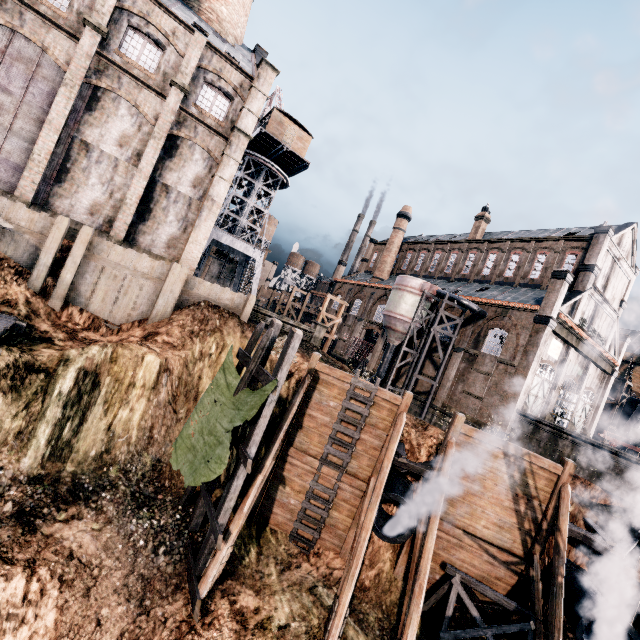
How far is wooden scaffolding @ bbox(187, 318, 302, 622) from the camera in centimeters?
1166cm

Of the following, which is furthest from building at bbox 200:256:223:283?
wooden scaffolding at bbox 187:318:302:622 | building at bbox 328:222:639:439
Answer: wooden scaffolding at bbox 187:318:302:622

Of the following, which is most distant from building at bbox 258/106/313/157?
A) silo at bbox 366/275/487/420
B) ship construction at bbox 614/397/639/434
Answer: ship construction at bbox 614/397/639/434

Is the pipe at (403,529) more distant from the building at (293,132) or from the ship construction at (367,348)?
the building at (293,132)

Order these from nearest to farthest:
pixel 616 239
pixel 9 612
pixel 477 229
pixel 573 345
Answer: pixel 9 612 < pixel 573 345 < pixel 616 239 < pixel 477 229

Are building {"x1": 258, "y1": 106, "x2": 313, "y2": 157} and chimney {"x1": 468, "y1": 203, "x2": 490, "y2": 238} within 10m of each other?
no

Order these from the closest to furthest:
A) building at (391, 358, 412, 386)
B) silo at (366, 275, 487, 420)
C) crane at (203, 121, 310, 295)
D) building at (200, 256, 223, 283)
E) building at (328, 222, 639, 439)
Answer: building at (328, 222, 639, 439)
silo at (366, 275, 487, 420)
crane at (203, 121, 310, 295)
building at (391, 358, 412, 386)
building at (200, 256, 223, 283)

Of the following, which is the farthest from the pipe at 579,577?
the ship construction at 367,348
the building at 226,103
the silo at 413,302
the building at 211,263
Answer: the building at 211,263
